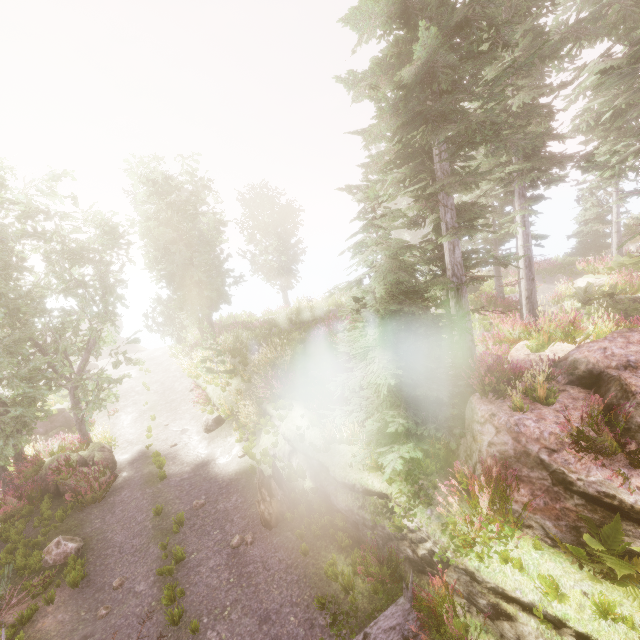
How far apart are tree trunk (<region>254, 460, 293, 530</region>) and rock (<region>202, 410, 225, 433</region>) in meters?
5.5

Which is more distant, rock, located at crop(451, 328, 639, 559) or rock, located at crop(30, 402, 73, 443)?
rock, located at crop(30, 402, 73, 443)

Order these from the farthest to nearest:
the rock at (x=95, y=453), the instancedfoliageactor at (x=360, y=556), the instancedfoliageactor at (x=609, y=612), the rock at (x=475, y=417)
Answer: the rock at (x=95, y=453) < the instancedfoliageactor at (x=360, y=556) < the rock at (x=475, y=417) < the instancedfoliageactor at (x=609, y=612)

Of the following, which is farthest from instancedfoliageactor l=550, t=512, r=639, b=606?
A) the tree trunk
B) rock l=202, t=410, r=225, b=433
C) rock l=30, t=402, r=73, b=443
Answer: rock l=202, t=410, r=225, b=433

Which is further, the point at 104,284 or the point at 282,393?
the point at 104,284

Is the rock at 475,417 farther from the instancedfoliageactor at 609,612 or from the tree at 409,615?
the tree at 409,615

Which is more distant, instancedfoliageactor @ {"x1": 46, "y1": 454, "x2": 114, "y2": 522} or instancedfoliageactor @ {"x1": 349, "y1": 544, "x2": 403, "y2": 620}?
instancedfoliageactor @ {"x1": 46, "y1": 454, "x2": 114, "y2": 522}

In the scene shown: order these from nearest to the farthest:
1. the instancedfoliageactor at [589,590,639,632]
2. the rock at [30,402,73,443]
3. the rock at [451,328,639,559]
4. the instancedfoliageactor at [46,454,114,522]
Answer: the instancedfoliageactor at [589,590,639,632] < the rock at [451,328,639,559] < the instancedfoliageactor at [46,454,114,522] < the rock at [30,402,73,443]
